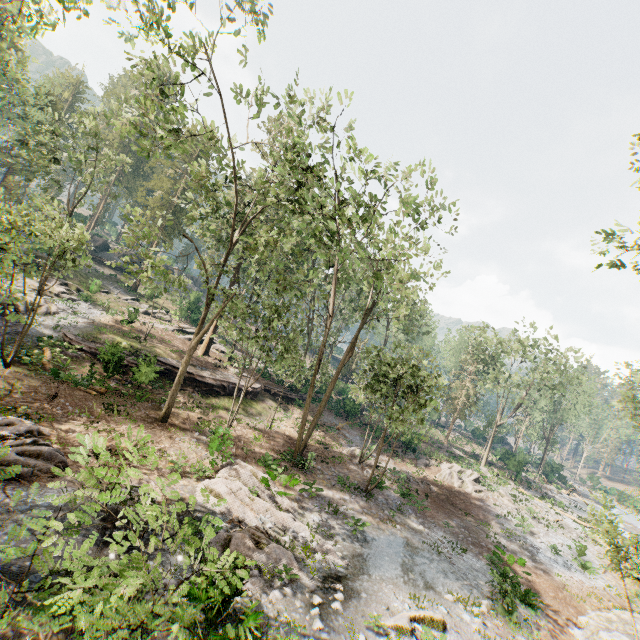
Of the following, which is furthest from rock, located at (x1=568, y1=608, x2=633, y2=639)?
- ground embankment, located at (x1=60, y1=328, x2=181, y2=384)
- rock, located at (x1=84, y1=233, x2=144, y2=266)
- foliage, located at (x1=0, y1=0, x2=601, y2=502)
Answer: rock, located at (x1=84, y1=233, x2=144, y2=266)

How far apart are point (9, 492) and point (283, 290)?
13.24m

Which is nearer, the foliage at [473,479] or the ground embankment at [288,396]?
the foliage at [473,479]

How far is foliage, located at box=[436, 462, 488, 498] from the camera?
A: 28.53m

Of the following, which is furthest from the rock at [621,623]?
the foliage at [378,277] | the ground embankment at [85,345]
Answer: the ground embankment at [85,345]

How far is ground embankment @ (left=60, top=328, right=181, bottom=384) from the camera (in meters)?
20.66
